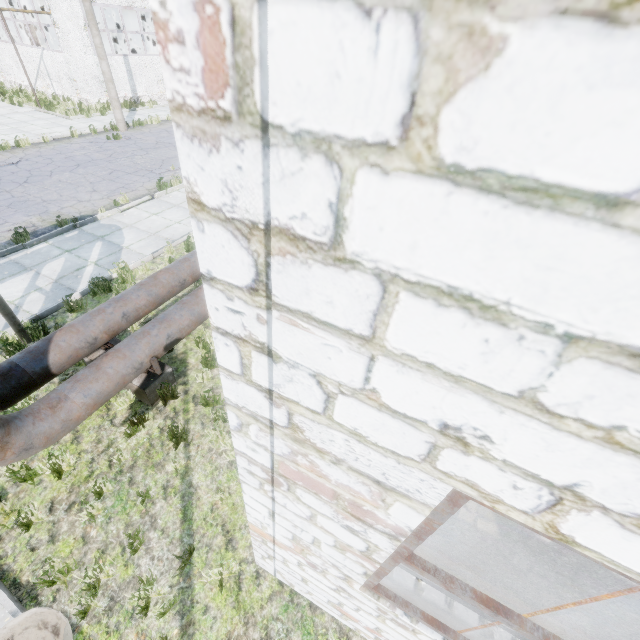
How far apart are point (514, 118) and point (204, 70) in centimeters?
65cm

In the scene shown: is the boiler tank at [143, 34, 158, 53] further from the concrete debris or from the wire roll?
the wire roll

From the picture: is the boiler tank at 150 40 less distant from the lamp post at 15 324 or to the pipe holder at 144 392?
the lamp post at 15 324

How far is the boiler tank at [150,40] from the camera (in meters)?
30.30

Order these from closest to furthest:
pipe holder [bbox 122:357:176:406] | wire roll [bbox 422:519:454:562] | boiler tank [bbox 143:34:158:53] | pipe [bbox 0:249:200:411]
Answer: wire roll [bbox 422:519:454:562] < pipe [bbox 0:249:200:411] < pipe holder [bbox 122:357:176:406] < boiler tank [bbox 143:34:158:53]

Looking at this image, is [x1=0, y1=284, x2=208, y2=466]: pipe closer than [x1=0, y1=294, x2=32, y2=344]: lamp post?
Yes

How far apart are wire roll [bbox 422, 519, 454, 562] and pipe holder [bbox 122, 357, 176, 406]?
3.6 meters

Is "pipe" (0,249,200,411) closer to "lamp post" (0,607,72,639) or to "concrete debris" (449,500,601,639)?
"lamp post" (0,607,72,639)
